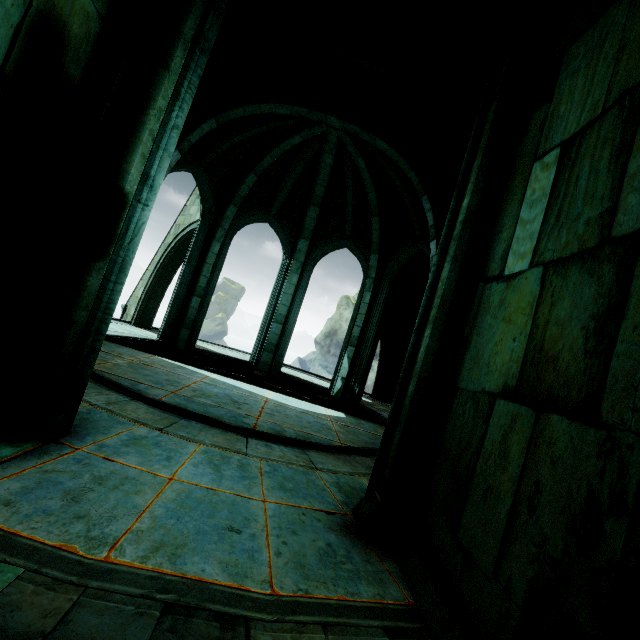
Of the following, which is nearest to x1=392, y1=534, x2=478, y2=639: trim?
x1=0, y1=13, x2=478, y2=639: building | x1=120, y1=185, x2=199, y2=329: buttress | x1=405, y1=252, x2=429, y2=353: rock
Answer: x1=0, y1=13, x2=478, y2=639: building

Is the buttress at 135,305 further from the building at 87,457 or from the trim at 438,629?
the trim at 438,629

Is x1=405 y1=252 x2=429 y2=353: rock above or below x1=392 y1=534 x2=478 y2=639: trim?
above

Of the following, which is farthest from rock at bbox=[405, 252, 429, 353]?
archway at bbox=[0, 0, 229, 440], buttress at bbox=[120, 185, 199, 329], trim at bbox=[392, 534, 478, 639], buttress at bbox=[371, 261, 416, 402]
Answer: trim at bbox=[392, 534, 478, 639]

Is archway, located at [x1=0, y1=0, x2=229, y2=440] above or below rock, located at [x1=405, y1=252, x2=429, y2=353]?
below

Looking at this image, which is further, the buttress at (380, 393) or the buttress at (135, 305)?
the buttress at (380, 393)

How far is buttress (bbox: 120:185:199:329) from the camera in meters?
12.4

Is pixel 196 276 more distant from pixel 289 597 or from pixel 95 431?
pixel 289 597
